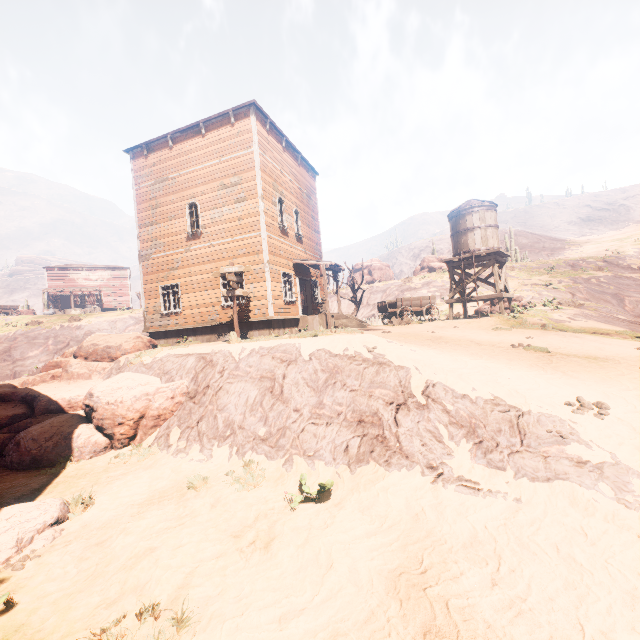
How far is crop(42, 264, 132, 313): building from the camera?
44.9m

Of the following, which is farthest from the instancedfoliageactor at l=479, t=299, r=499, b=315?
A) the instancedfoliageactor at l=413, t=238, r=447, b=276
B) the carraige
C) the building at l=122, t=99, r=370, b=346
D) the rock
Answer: the instancedfoliageactor at l=413, t=238, r=447, b=276

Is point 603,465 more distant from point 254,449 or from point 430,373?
point 254,449

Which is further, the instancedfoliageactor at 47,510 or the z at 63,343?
the z at 63,343

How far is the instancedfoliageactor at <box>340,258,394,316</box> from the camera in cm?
2291

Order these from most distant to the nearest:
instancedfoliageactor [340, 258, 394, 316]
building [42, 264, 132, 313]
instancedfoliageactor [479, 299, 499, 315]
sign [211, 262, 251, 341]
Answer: building [42, 264, 132, 313] → instancedfoliageactor [340, 258, 394, 316] → instancedfoliageactor [479, 299, 499, 315] → sign [211, 262, 251, 341]

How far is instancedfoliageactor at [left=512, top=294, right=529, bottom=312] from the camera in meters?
17.9

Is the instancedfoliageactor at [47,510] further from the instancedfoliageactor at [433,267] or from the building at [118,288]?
the instancedfoliageactor at [433,267]
